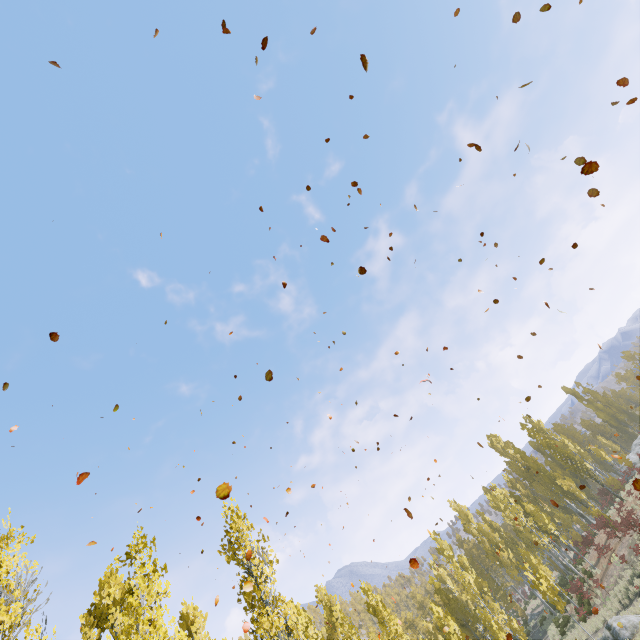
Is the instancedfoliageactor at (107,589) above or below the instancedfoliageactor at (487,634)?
above

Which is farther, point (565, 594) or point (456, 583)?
point (456, 583)

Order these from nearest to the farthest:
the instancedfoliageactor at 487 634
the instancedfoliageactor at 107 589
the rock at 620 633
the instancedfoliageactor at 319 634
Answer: the instancedfoliageactor at 107 589 → the instancedfoliageactor at 319 634 → the rock at 620 633 → the instancedfoliageactor at 487 634

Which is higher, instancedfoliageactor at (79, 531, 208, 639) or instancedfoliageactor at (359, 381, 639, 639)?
instancedfoliageactor at (79, 531, 208, 639)

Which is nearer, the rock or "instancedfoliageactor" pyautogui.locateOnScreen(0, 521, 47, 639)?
"instancedfoliageactor" pyautogui.locateOnScreen(0, 521, 47, 639)

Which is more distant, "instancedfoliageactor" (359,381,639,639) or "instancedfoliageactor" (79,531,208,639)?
"instancedfoliageactor" (359,381,639,639)
